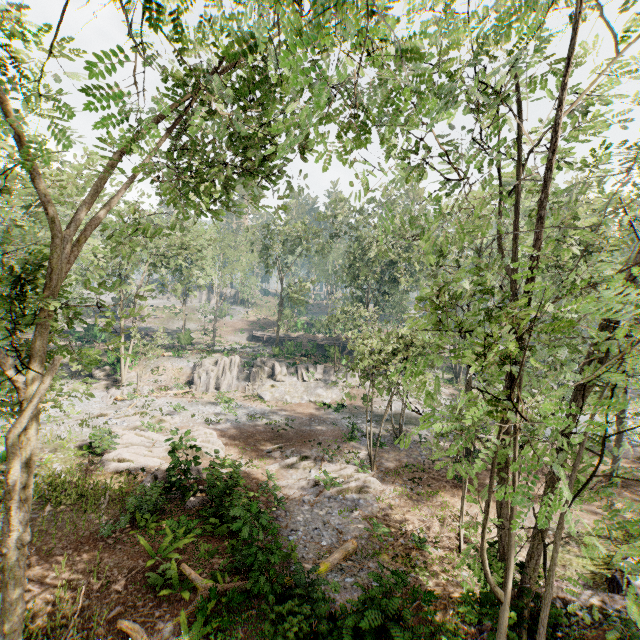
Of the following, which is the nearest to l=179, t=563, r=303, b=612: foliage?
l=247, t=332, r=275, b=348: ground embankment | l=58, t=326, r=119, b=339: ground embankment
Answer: l=58, t=326, r=119, b=339: ground embankment

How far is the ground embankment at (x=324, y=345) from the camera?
41.2m

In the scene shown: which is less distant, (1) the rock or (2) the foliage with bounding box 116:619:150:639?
(2) the foliage with bounding box 116:619:150:639

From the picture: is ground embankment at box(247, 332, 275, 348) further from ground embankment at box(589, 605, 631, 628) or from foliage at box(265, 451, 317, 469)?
ground embankment at box(589, 605, 631, 628)

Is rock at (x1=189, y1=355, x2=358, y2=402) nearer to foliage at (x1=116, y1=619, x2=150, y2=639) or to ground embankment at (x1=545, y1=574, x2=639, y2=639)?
foliage at (x1=116, y1=619, x2=150, y2=639)

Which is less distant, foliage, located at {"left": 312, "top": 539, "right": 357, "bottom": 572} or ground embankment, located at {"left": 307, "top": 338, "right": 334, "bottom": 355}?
foliage, located at {"left": 312, "top": 539, "right": 357, "bottom": 572}

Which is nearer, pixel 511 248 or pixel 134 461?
pixel 134 461

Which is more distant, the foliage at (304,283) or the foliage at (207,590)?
the foliage at (304,283)
